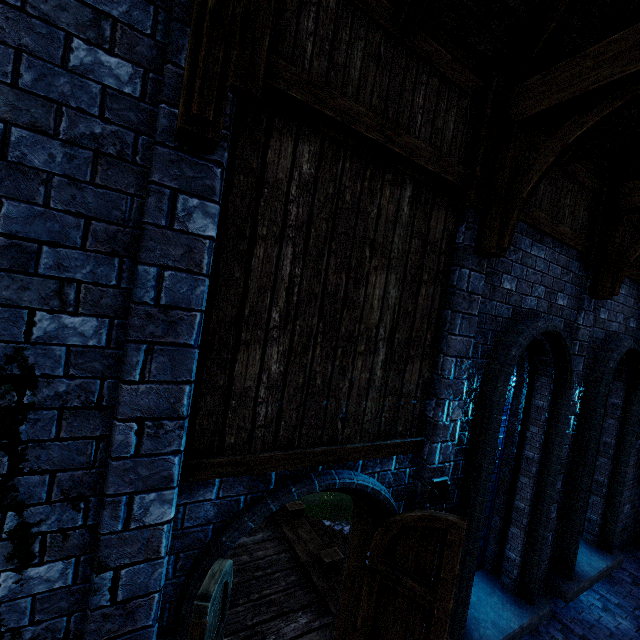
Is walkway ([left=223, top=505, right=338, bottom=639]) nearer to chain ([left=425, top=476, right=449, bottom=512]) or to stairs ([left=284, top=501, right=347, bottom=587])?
stairs ([left=284, top=501, right=347, bottom=587])

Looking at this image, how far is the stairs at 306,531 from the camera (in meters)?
5.36

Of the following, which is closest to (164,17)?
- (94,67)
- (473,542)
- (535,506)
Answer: (94,67)

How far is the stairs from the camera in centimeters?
536cm

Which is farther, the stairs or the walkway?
the stairs

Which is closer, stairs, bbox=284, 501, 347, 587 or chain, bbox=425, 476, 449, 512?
chain, bbox=425, 476, 449, 512

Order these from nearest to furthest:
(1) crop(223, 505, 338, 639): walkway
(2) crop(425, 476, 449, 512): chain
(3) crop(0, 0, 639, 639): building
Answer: (3) crop(0, 0, 639, 639): building → (2) crop(425, 476, 449, 512): chain → (1) crop(223, 505, 338, 639): walkway

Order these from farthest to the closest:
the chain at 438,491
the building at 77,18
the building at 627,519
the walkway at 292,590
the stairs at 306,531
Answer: the building at 627,519, the stairs at 306,531, the walkway at 292,590, the chain at 438,491, the building at 77,18
